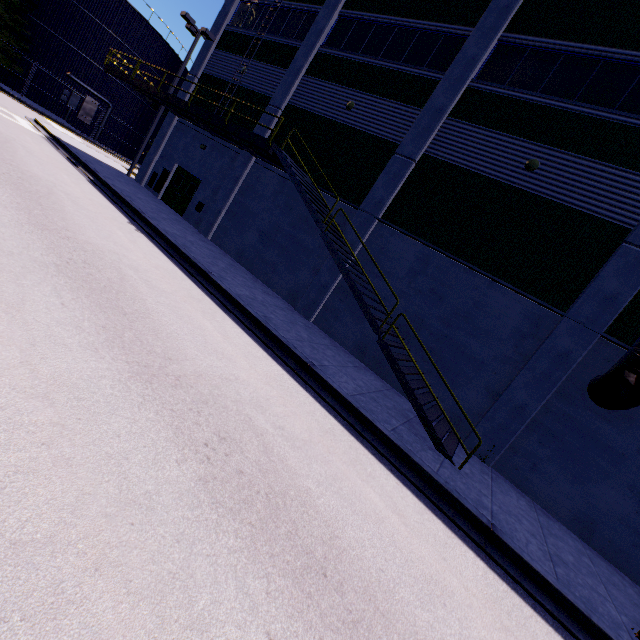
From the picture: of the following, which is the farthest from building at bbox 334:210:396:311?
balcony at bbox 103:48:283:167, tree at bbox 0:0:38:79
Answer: tree at bbox 0:0:38:79

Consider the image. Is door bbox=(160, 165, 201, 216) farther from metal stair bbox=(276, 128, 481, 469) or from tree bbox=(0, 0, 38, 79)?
tree bbox=(0, 0, 38, 79)

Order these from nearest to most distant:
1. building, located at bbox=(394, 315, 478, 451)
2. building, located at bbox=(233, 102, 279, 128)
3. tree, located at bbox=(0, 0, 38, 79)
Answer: building, located at bbox=(394, 315, 478, 451) → building, located at bbox=(233, 102, 279, 128) → tree, located at bbox=(0, 0, 38, 79)

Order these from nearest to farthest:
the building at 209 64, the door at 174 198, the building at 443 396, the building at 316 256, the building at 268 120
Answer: the building at 443 396 → the building at 316 256 → the building at 268 120 → the building at 209 64 → the door at 174 198

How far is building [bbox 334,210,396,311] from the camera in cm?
1212

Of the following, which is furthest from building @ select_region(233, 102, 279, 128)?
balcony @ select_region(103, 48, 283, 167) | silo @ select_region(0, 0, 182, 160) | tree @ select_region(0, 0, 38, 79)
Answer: tree @ select_region(0, 0, 38, 79)

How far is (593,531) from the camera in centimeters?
855cm

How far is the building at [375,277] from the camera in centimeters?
1212cm
